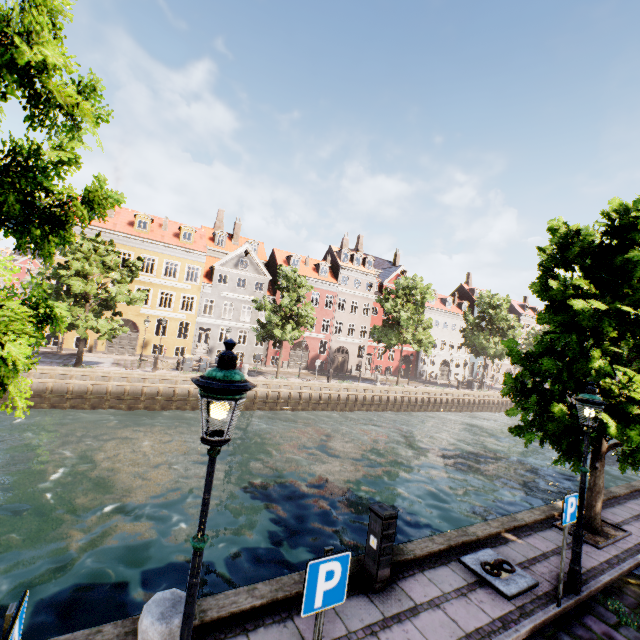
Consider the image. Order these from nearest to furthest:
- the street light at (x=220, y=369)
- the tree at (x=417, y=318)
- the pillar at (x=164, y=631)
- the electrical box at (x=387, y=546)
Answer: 1. the street light at (x=220, y=369)
2. the pillar at (x=164, y=631)
3. the electrical box at (x=387, y=546)
4. the tree at (x=417, y=318)

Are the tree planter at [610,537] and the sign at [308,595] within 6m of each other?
no

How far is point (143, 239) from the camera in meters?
29.8 m

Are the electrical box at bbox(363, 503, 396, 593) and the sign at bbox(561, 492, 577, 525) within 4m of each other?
yes

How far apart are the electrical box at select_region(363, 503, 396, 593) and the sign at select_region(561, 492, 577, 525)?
2.8 meters

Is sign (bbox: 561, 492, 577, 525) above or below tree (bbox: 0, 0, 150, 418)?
below

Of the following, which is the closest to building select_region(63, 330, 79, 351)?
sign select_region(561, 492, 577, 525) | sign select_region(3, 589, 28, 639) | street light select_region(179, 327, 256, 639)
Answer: street light select_region(179, 327, 256, 639)

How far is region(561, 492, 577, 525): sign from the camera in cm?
546
